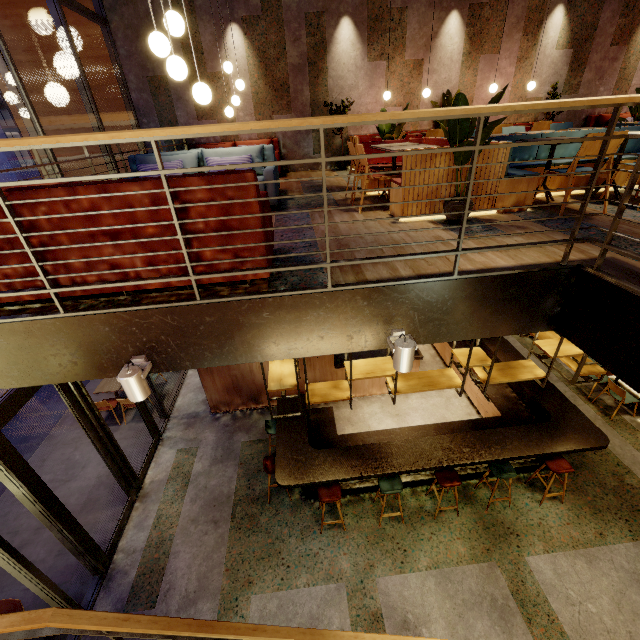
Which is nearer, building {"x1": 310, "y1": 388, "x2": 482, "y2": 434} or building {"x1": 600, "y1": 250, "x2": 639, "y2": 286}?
building {"x1": 600, "y1": 250, "x2": 639, "y2": 286}

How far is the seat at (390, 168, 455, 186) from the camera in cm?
376

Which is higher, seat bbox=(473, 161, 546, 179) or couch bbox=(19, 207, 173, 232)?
couch bbox=(19, 207, 173, 232)

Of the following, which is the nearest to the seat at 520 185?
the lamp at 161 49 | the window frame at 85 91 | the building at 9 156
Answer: the lamp at 161 49

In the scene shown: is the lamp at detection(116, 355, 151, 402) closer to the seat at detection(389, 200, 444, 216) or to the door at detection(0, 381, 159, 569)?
the door at detection(0, 381, 159, 569)

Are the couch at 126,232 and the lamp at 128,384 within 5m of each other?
yes

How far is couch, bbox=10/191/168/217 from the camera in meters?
2.1 m

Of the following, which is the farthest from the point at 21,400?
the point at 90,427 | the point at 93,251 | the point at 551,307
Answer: the point at 551,307
